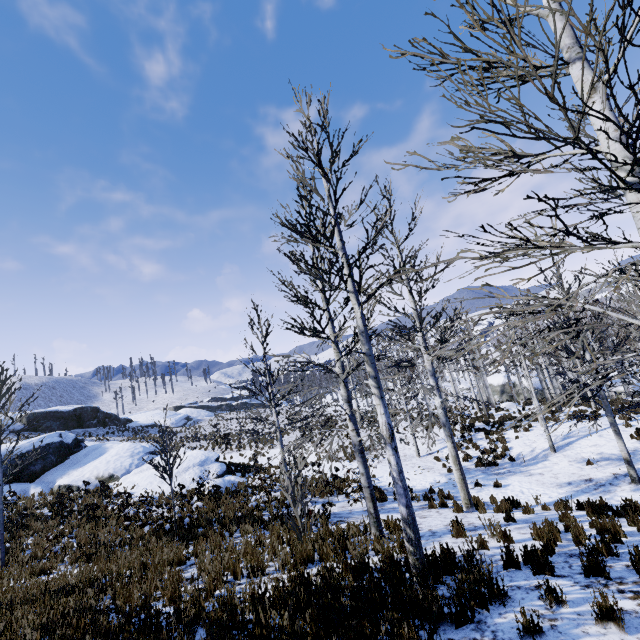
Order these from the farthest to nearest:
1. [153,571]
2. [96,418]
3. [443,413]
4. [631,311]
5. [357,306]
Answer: [96,418] → [631,311] → [443,413] → [153,571] → [357,306]

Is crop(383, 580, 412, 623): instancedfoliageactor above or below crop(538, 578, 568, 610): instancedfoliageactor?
above

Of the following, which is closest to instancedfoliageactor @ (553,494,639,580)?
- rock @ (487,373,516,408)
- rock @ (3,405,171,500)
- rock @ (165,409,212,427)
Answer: rock @ (3,405,171,500)

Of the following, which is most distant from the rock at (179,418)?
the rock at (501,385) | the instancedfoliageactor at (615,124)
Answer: the instancedfoliageactor at (615,124)

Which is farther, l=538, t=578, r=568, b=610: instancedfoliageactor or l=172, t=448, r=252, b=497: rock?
l=172, t=448, r=252, b=497: rock

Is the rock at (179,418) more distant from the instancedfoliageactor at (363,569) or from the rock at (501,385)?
the instancedfoliageactor at (363,569)
